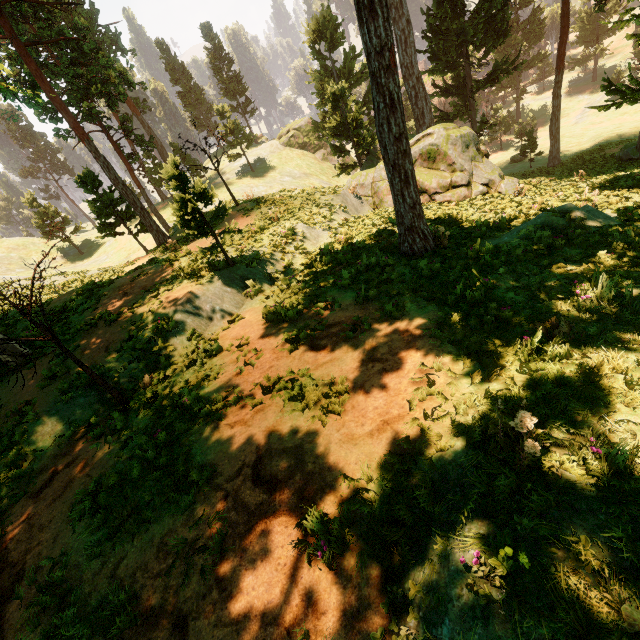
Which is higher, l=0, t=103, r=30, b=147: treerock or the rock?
l=0, t=103, r=30, b=147: treerock

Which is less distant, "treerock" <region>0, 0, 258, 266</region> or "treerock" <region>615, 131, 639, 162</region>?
"treerock" <region>0, 0, 258, 266</region>

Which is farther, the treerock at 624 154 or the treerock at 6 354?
the treerock at 624 154

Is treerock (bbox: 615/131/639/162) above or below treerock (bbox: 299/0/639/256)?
below

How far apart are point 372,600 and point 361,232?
12.07m

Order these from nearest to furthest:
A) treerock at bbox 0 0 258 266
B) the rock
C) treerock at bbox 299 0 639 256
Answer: treerock at bbox 299 0 639 256, treerock at bbox 0 0 258 266, the rock

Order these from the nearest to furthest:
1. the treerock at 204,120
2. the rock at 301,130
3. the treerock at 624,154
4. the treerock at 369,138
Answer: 1. the treerock at 369,138
2. the treerock at 204,120
3. the treerock at 624,154
4. the rock at 301,130

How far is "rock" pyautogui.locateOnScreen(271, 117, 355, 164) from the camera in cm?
4966
